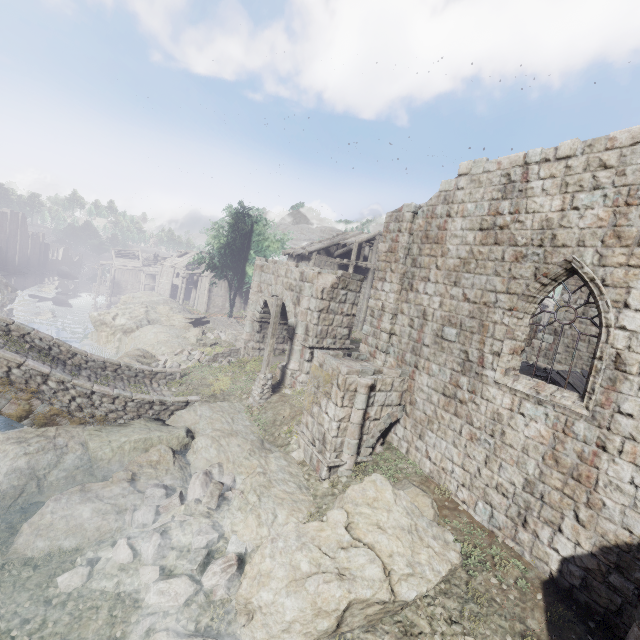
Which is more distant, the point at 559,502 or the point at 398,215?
the point at 398,215

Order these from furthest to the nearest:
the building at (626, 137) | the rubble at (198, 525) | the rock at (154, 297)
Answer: the rock at (154, 297) < the rubble at (198, 525) < the building at (626, 137)

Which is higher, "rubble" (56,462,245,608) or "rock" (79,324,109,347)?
"rubble" (56,462,245,608)

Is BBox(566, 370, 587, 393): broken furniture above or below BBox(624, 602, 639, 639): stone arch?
above

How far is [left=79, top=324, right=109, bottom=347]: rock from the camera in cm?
2559

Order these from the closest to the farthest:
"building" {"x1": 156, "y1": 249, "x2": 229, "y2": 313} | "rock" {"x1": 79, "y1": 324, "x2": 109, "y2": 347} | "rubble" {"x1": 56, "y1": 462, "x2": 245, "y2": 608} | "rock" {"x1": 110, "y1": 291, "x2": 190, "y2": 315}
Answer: "rubble" {"x1": 56, "y1": 462, "x2": 245, "y2": 608} < "rock" {"x1": 79, "y1": 324, "x2": 109, "y2": 347} < "rock" {"x1": 110, "y1": 291, "x2": 190, "y2": 315} < "building" {"x1": 156, "y1": 249, "x2": 229, "y2": 313}

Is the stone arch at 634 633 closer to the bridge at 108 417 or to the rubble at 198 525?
the bridge at 108 417

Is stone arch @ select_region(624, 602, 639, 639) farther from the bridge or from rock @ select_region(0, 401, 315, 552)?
the bridge
